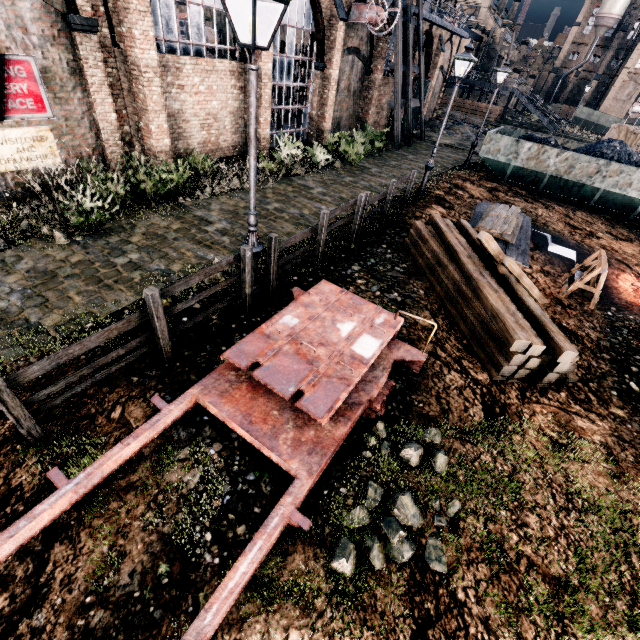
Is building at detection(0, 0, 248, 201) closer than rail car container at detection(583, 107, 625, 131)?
Yes

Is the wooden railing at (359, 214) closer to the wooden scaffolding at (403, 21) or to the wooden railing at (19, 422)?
the wooden railing at (19, 422)

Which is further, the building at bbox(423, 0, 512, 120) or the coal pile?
the building at bbox(423, 0, 512, 120)

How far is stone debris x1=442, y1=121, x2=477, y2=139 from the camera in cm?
3259

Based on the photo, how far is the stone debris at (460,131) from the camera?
32.6 meters

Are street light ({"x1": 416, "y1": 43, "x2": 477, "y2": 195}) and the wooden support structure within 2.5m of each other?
no

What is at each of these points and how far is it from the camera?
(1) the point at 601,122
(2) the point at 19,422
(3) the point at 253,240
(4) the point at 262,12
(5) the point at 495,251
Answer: (1) rail car container, 59.5 meters
(2) wooden railing, 4.2 meters
(3) street light, 6.8 meters
(4) building, 13.7 meters
(5) wooden beam, 8.0 meters

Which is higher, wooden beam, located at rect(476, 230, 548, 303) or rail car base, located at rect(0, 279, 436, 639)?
wooden beam, located at rect(476, 230, 548, 303)
